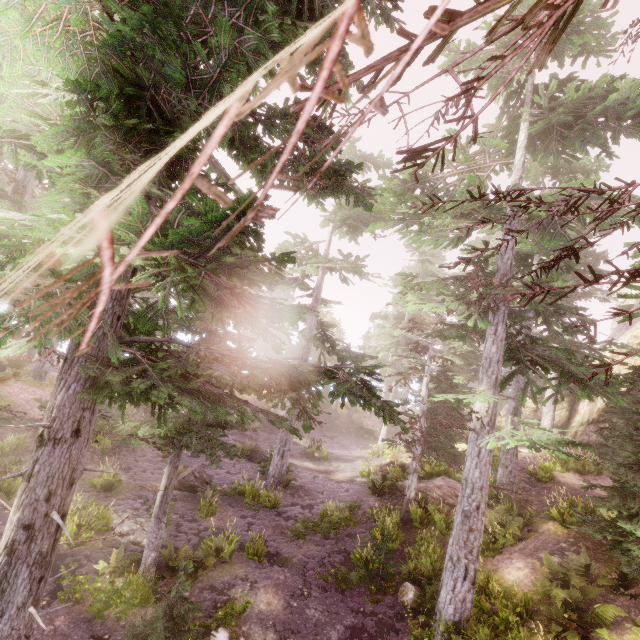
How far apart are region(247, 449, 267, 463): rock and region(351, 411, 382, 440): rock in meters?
13.6

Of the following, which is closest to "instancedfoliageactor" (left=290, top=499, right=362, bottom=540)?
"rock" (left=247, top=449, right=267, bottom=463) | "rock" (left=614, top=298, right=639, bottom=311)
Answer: "rock" (left=247, top=449, right=267, bottom=463)

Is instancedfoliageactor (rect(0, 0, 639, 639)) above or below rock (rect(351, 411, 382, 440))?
above

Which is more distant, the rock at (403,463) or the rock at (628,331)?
the rock at (403,463)

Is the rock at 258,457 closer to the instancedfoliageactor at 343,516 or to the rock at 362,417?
the instancedfoliageactor at 343,516

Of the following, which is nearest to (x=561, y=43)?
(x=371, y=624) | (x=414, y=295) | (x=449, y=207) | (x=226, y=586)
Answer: (x=449, y=207)

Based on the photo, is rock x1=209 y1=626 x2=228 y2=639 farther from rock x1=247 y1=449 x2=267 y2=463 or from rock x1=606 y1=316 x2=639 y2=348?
rock x1=247 y1=449 x2=267 y2=463

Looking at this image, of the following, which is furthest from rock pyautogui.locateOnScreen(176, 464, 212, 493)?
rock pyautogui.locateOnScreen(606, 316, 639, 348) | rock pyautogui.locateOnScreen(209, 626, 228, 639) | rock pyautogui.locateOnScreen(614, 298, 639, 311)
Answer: rock pyautogui.locateOnScreen(614, 298, 639, 311)
